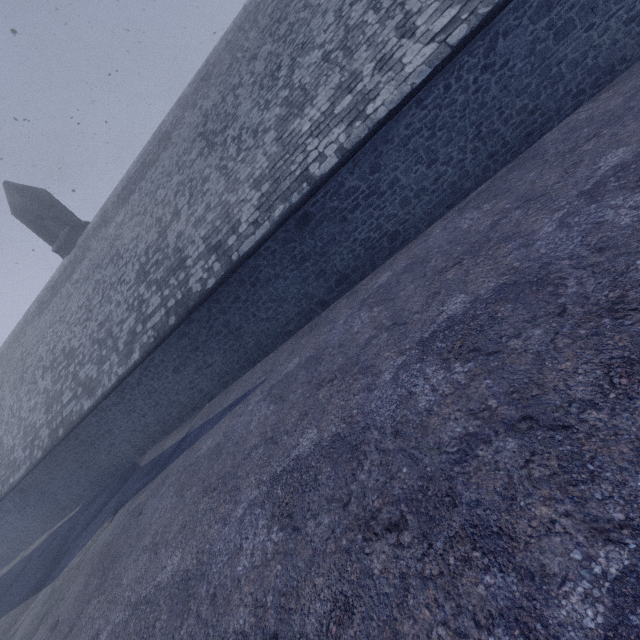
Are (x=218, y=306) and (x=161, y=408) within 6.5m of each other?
yes
